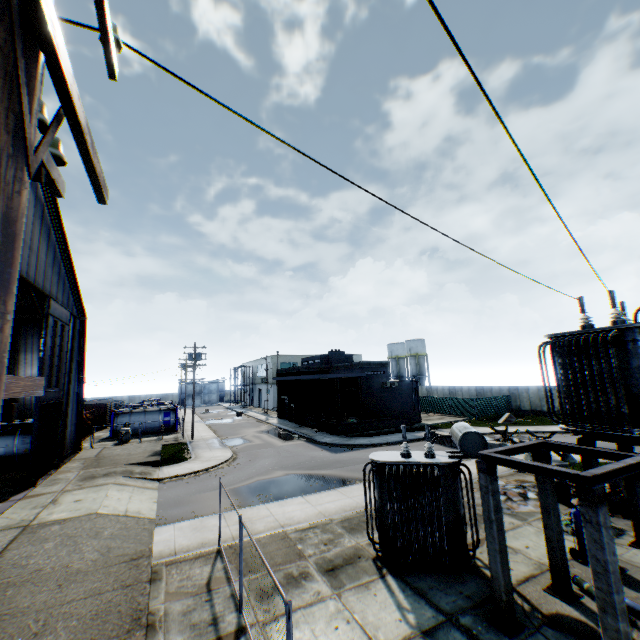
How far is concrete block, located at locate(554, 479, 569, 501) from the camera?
13.5 meters

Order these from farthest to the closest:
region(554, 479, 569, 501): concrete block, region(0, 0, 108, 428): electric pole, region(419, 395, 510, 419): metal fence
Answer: region(419, 395, 510, 419): metal fence < region(554, 479, 569, 501): concrete block < region(0, 0, 108, 428): electric pole

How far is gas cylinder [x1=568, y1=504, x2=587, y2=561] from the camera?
9.38m

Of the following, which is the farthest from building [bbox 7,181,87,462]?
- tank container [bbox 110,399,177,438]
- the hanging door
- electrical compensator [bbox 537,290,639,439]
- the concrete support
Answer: electrical compensator [bbox 537,290,639,439]

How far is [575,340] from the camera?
8.9 meters

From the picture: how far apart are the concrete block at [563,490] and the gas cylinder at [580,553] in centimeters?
417cm

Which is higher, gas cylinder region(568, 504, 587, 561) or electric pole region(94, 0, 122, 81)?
electric pole region(94, 0, 122, 81)

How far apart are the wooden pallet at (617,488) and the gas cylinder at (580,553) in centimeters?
349cm
